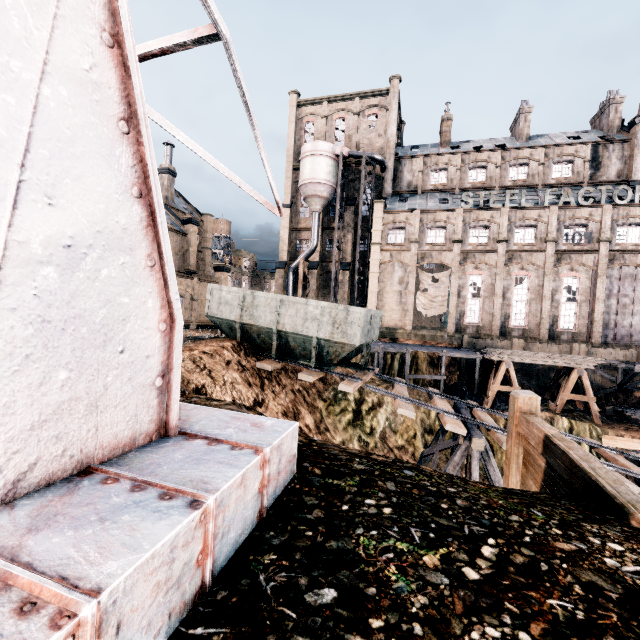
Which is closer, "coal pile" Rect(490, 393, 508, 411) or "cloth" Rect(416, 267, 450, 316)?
"coal pile" Rect(490, 393, 508, 411)

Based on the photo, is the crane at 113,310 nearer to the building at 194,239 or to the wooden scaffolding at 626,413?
the building at 194,239

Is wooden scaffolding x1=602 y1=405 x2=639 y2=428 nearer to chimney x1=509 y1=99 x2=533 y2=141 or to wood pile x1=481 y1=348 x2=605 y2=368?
wood pile x1=481 y1=348 x2=605 y2=368

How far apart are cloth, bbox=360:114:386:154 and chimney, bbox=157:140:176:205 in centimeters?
2416cm

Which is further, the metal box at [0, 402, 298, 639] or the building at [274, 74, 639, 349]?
the building at [274, 74, 639, 349]

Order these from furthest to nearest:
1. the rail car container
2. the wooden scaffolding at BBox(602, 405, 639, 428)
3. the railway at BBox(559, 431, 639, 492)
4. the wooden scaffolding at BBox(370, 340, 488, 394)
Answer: the wooden scaffolding at BBox(370, 340, 488, 394) → the wooden scaffolding at BBox(602, 405, 639, 428) → the rail car container → the railway at BBox(559, 431, 639, 492)

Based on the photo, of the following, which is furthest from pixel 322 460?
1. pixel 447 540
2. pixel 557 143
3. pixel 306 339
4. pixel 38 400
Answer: pixel 557 143

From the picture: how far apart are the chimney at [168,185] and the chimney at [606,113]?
52.7 meters
